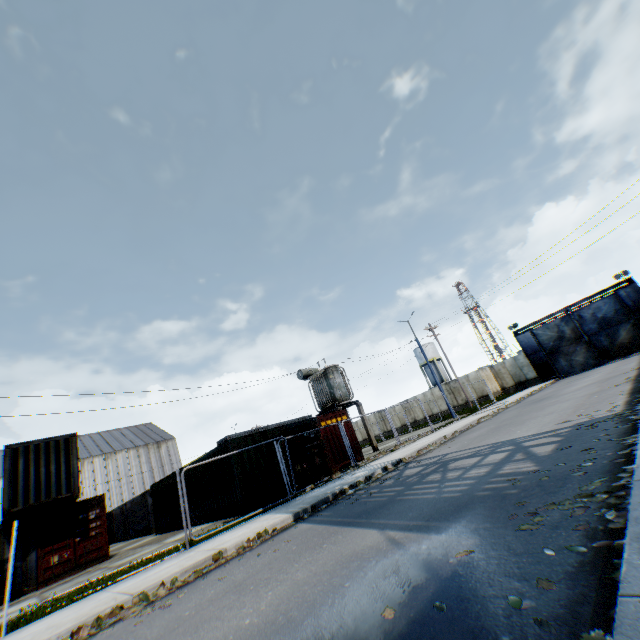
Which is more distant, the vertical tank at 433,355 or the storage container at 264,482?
the vertical tank at 433,355

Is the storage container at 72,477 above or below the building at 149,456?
below

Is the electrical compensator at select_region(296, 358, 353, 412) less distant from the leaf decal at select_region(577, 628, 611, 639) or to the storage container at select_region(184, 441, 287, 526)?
the storage container at select_region(184, 441, 287, 526)

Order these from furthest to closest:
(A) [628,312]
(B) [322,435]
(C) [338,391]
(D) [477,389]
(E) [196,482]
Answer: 1. (D) [477,389]
2. (A) [628,312]
3. (C) [338,391]
4. (B) [322,435]
5. (E) [196,482]

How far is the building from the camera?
44.3 meters

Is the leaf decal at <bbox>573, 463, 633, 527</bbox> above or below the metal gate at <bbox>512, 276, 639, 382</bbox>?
below

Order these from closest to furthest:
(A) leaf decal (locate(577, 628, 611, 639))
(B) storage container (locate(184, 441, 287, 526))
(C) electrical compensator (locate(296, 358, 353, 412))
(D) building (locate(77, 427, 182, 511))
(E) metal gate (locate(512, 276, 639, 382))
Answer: (A) leaf decal (locate(577, 628, 611, 639))
(B) storage container (locate(184, 441, 287, 526))
(C) electrical compensator (locate(296, 358, 353, 412))
(E) metal gate (locate(512, 276, 639, 382))
(D) building (locate(77, 427, 182, 511))

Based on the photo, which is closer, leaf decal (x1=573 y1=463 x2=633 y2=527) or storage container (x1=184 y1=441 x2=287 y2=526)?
leaf decal (x1=573 y1=463 x2=633 y2=527)
